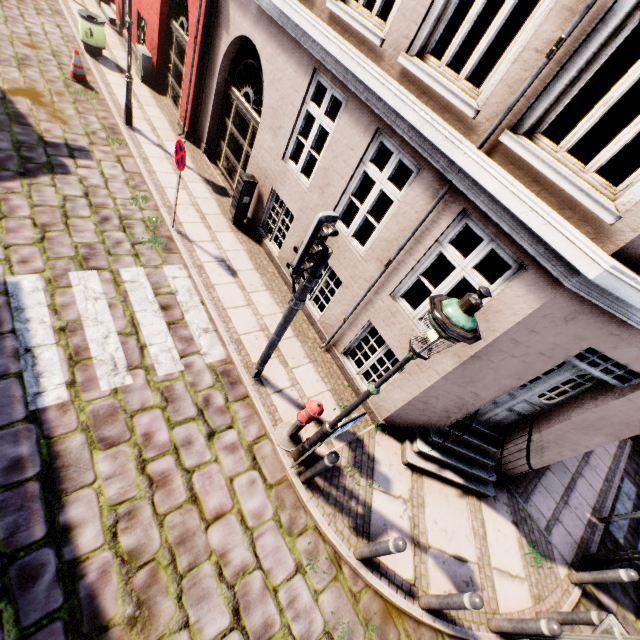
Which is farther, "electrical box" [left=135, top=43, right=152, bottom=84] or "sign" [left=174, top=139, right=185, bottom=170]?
"electrical box" [left=135, top=43, right=152, bottom=84]

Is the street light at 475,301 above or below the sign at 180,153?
above

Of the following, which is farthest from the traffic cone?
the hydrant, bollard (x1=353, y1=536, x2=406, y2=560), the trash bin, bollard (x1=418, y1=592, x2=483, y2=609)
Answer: bollard (x1=418, y1=592, x2=483, y2=609)

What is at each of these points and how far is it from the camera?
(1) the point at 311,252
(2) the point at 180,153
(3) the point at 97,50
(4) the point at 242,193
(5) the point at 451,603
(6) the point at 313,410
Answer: (1) traffic light, 3.52m
(2) sign, 6.03m
(3) trash bin, 10.64m
(4) electrical box, 7.63m
(5) bollard, 4.15m
(6) hydrant, 4.48m

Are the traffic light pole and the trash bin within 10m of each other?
no

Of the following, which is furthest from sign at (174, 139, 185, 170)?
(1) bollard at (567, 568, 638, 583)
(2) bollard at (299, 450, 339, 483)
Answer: (1) bollard at (567, 568, 638, 583)

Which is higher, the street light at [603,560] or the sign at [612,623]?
the sign at [612,623]

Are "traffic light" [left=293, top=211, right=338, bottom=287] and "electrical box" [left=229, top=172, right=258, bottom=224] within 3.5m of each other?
no
